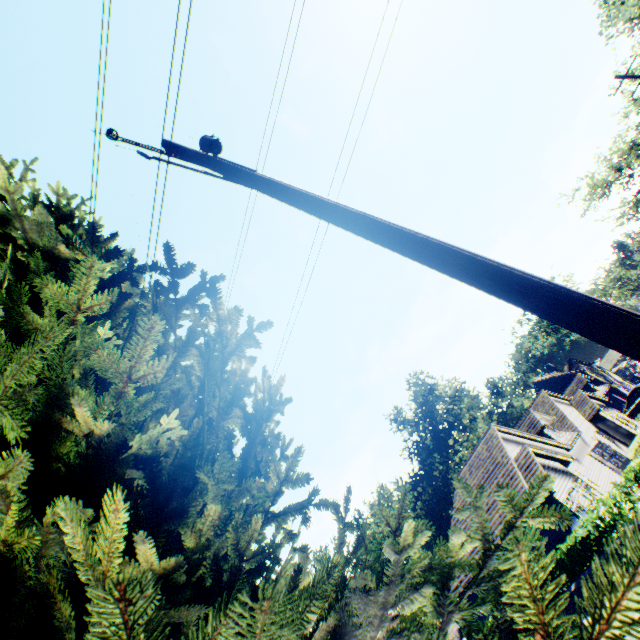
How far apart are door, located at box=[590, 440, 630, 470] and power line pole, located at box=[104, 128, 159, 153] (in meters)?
32.85

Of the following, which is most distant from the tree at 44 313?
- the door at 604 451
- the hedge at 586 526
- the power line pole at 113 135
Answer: the door at 604 451

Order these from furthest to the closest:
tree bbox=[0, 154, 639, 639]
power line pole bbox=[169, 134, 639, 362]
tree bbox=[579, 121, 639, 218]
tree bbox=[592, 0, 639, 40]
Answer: tree bbox=[579, 121, 639, 218] < tree bbox=[592, 0, 639, 40] < power line pole bbox=[169, 134, 639, 362] < tree bbox=[0, 154, 639, 639]

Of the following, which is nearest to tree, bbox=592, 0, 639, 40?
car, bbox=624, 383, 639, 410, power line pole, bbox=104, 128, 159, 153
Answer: power line pole, bbox=104, 128, 159, 153

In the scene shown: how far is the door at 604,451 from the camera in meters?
24.6 m

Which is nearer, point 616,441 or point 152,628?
point 152,628

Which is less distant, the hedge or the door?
the hedge

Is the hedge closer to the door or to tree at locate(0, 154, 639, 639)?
the door
